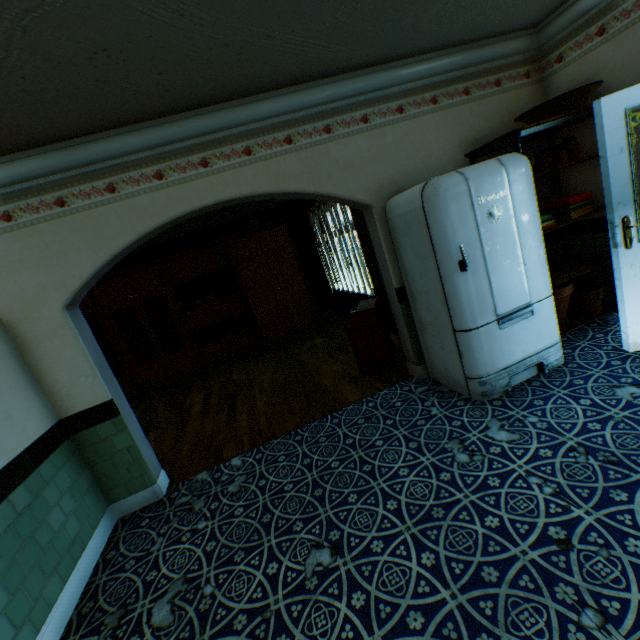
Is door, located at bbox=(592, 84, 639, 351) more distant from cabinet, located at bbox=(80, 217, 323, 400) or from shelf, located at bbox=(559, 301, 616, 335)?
cabinet, located at bbox=(80, 217, 323, 400)

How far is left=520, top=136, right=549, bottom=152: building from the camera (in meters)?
3.66

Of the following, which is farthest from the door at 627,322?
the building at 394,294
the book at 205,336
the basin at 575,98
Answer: the book at 205,336

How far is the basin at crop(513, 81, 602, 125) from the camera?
2.9m

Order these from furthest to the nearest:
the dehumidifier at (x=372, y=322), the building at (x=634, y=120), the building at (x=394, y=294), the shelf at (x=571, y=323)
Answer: the dehumidifier at (x=372, y=322) → the shelf at (x=571, y=323) → the building at (x=634, y=120) → the building at (x=394, y=294)

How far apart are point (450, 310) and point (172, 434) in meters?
4.1 m

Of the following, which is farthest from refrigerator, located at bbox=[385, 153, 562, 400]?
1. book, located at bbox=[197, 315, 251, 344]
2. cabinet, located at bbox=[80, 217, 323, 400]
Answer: book, located at bbox=[197, 315, 251, 344]

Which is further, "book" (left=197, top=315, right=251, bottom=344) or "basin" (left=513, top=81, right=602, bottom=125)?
"book" (left=197, top=315, right=251, bottom=344)
